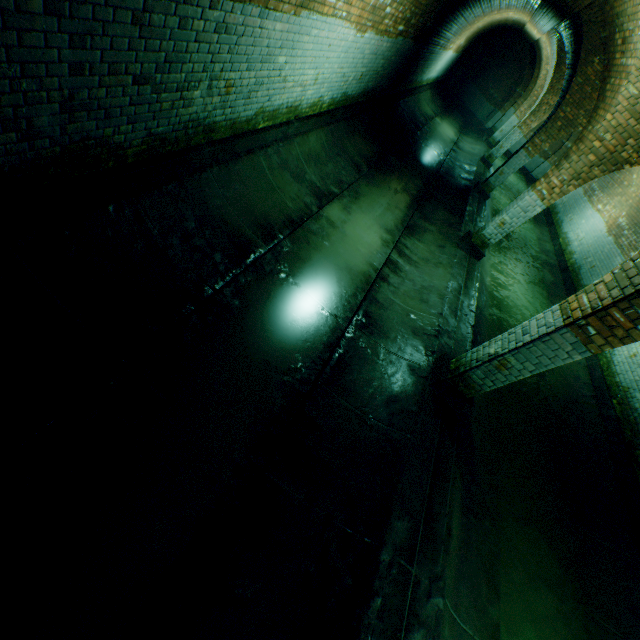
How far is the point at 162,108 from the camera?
3.2m

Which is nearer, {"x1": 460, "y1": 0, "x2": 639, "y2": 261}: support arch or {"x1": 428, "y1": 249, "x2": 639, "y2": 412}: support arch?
{"x1": 428, "y1": 249, "x2": 639, "y2": 412}: support arch

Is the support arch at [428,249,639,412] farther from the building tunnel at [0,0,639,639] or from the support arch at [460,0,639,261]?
→ the support arch at [460,0,639,261]

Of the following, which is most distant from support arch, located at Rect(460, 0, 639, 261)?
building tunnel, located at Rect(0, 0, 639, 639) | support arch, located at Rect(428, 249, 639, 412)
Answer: support arch, located at Rect(428, 249, 639, 412)

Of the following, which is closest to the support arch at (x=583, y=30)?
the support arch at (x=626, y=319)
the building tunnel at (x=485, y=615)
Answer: the building tunnel at (x=485, y=615)
